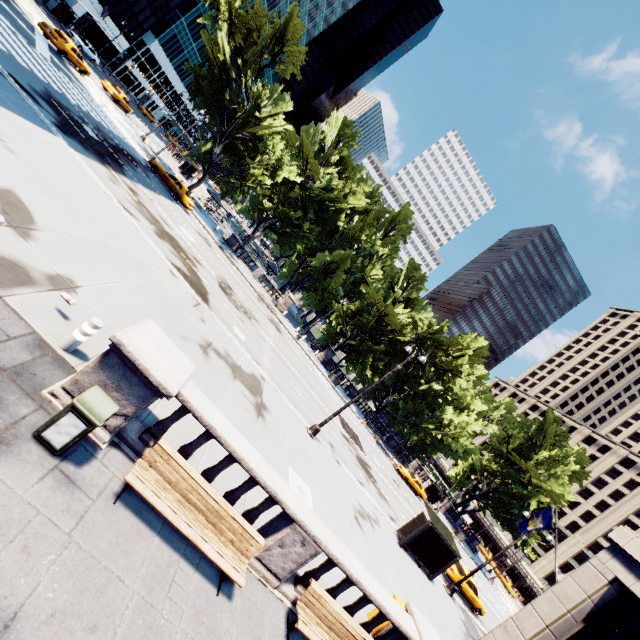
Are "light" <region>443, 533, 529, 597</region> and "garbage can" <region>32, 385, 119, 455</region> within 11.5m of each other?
no

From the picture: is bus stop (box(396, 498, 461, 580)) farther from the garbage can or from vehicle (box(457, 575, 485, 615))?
the garbage can

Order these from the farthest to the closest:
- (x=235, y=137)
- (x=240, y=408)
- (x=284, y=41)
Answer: (x=235, y=137), (x=284, y=41), (x=240, y=408)

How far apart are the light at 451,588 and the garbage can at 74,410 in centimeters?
2432cm

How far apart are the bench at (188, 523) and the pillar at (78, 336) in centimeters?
260cm

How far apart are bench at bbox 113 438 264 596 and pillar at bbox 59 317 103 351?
2.60m

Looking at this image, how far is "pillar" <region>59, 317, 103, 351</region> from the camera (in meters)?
6.36

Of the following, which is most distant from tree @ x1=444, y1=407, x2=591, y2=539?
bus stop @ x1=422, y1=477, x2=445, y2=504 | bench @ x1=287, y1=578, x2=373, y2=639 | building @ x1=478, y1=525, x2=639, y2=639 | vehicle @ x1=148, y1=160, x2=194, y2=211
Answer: bench @ x1=287, y1=578, x2=373, y2=639
